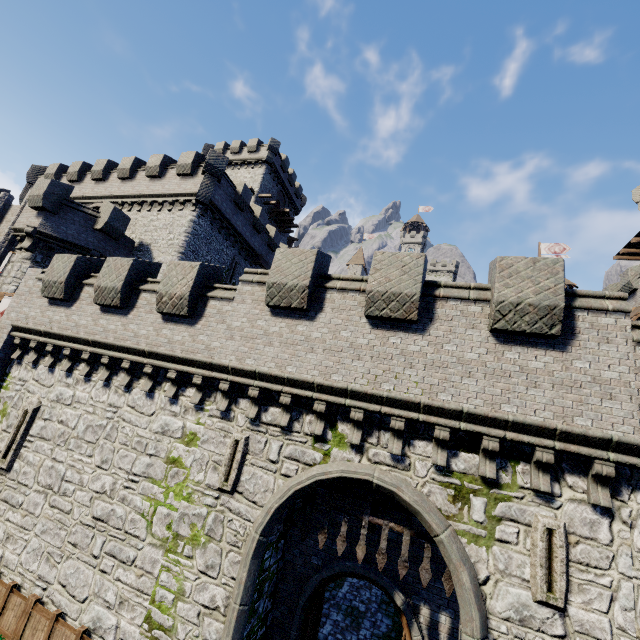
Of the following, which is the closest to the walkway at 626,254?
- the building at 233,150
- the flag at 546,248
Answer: the flag at 546,248

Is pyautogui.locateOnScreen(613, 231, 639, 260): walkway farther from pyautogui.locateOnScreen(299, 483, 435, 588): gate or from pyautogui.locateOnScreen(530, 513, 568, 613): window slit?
pyautogui.locateOnScreen(299, 483, 435, 588): gate

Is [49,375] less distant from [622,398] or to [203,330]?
[203,330]

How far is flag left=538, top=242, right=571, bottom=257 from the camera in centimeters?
4962cm

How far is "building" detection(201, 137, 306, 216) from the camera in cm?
3950

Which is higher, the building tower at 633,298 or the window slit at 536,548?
the building tower at 633,298

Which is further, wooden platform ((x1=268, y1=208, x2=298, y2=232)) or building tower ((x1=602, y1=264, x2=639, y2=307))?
wooden platform ((x1=268, y1=208, x2=298, y2=232))

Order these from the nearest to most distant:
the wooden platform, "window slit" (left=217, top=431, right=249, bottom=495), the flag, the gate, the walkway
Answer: the gate
"window slit" (left=217, top=431, right=249, bottom=495)
the walkway
the wooden platform
the flag
